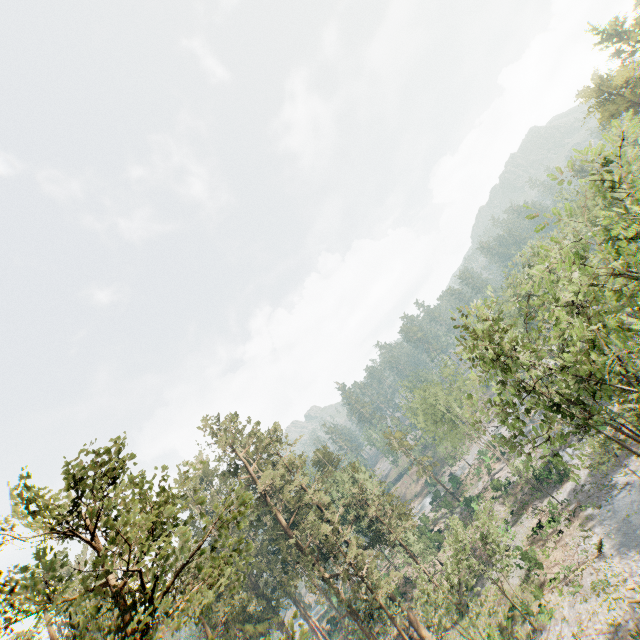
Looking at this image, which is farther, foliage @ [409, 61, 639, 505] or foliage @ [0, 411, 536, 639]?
foliage @ [409, 61, 639, 505]

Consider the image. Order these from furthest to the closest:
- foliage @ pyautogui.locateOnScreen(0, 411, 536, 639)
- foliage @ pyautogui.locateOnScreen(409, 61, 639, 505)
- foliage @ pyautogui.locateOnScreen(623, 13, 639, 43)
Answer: foliage @ pyautogui.locateOnScreen(623, 13, 639, 43) < foliage @ pyautogui.locateOnScreen(409, 61, 639, 505) < foliage @ pyautogui.locateOnScreen(0, 411, 536, 639)

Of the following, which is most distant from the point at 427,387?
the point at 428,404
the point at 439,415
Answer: the point at 439,415

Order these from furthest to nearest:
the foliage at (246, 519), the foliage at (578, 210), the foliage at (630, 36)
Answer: the foliage at (630, 36) < the foliage at (578, 210) < the foliage at (246, 519)

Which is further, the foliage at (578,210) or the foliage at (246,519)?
the foliage at (578,210)

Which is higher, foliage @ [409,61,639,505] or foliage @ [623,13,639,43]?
foliage @ [623,13,639,43]
